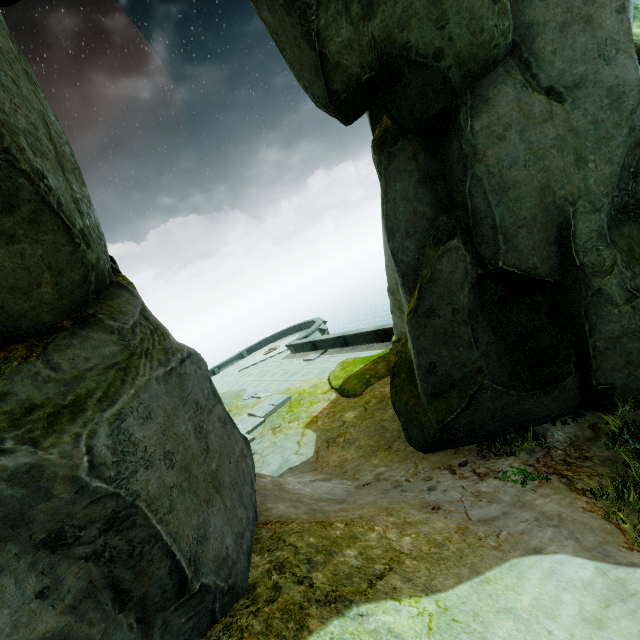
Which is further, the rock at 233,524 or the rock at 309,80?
the rock at 309,80

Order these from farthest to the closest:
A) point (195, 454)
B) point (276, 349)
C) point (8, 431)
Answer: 1. point (276, 349)
2. point (195, 454)
3. point (8, 431)

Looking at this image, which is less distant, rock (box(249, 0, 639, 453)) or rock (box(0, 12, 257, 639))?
rock (box(0, 12, 257, 639))
